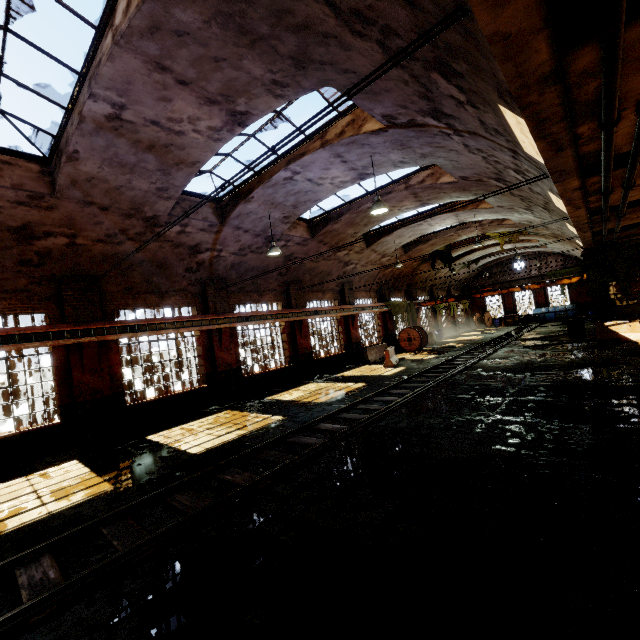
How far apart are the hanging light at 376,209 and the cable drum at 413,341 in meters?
15.9 m

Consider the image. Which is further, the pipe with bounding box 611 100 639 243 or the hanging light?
the hanging light

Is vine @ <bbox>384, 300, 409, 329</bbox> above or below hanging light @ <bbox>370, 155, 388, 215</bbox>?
below

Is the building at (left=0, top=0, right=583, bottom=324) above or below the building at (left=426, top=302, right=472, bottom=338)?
above

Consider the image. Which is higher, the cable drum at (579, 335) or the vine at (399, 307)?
the vine at (399, 307)

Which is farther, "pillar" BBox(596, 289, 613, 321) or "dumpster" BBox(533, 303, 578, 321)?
"dumpster" BBox(533, 303, 578, 321)

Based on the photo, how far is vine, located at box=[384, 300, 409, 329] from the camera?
25.0m

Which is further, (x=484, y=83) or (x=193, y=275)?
(x=193, y=275)
